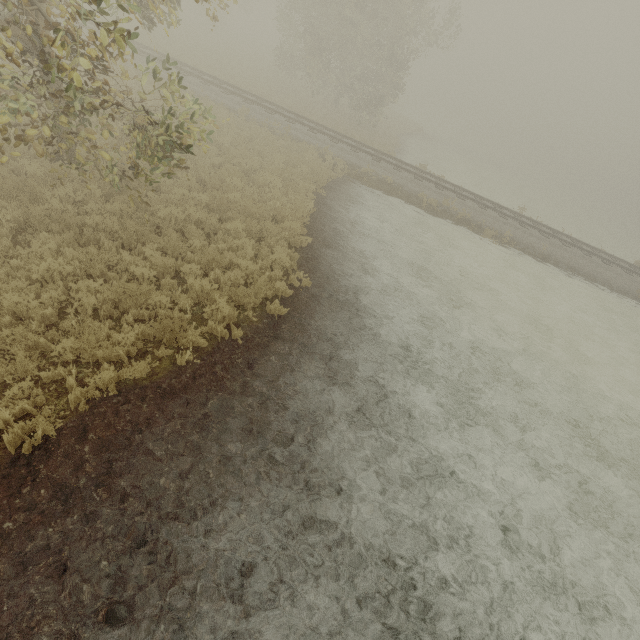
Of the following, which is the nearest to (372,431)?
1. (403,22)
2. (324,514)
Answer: (324,514)
